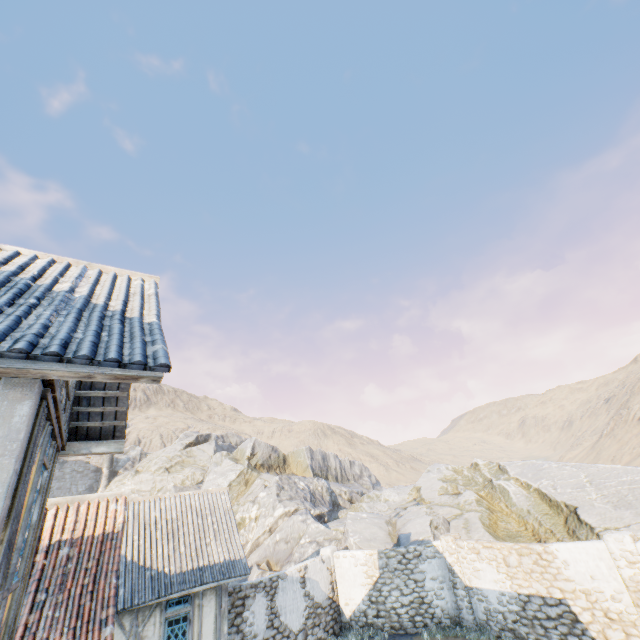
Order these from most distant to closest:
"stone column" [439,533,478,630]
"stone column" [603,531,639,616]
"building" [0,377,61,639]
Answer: "stone column" [439,533,478,630] → "stone column" [603,531,639,616] → "building" [0,377,61,639]

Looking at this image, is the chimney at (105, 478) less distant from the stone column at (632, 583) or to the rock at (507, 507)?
the rock at (507, 507)

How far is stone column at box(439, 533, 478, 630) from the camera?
12.8m

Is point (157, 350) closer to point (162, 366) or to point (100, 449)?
point (162, 366)

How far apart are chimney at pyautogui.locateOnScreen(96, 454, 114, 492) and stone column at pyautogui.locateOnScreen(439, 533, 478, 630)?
40.23m

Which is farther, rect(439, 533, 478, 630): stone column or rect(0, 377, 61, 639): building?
rect(439, 533, 478, 630): stone column

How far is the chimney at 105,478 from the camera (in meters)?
38.16

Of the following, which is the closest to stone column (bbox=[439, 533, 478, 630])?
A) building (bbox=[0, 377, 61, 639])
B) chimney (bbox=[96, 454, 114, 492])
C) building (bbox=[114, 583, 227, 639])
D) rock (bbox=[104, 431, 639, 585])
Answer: rock (bbox=[104, 431, 639, 585])
